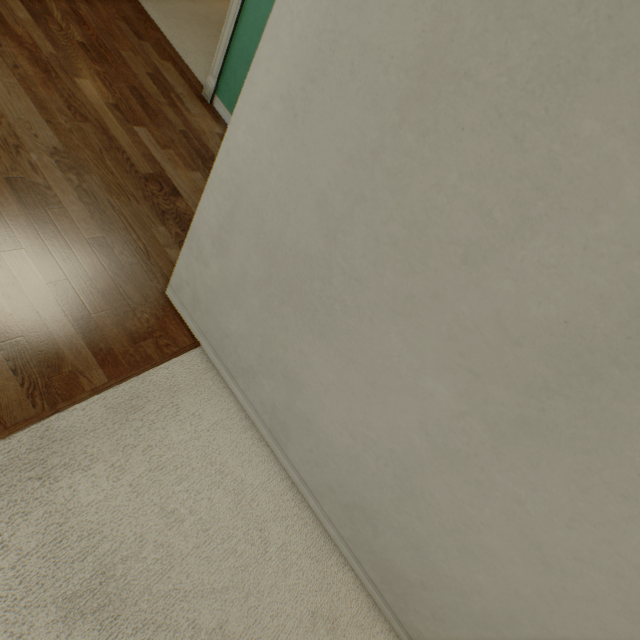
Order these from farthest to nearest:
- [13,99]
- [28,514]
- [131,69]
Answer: [131,69]
[13,99]
[28,514]
